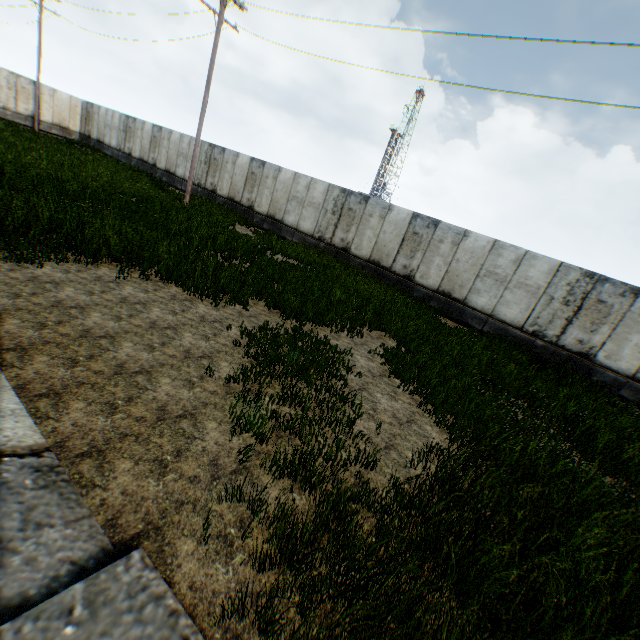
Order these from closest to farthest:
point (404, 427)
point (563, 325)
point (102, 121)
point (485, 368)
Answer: point (404, 427) < point (485, 368) < point (563, 325) < point (102, 121)
